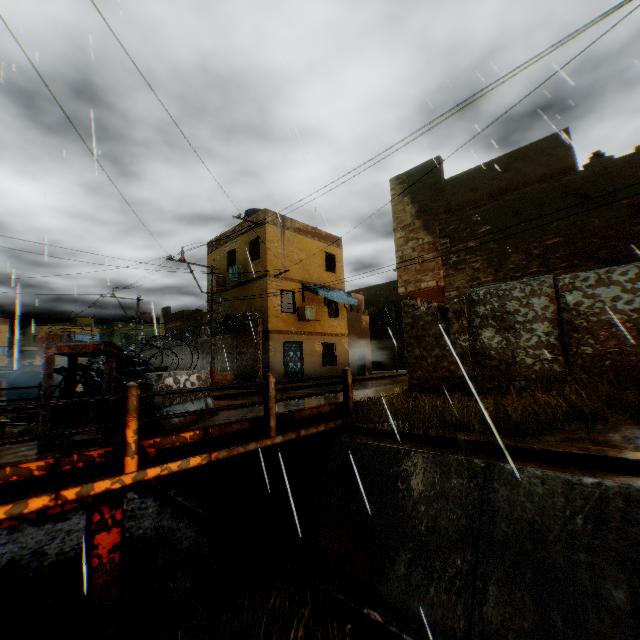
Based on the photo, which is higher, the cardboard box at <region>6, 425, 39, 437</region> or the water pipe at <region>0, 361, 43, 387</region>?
the water pipe at <region>0, 361, 43, 387</region>

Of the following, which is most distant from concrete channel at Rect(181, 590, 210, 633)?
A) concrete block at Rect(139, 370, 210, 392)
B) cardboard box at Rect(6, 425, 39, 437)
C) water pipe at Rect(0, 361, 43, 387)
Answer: cardboard box at Rect(6, 425, 39, 437)

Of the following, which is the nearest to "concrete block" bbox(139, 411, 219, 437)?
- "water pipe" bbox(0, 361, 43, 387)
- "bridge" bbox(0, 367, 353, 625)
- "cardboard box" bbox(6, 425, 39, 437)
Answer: "bridge" bbox(0, 367, 353, 625)

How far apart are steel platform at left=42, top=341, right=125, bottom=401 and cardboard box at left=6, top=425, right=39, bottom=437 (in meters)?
0.90

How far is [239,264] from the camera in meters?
20.1 m

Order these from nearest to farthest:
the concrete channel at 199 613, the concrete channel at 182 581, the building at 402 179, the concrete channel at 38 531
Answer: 1. the concrete channel at 199 613
2. the concrete channel at 182 581
3. the concrete channel at 38 531
4. the building at 402 179

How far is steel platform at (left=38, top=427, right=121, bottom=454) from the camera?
4.7 meters

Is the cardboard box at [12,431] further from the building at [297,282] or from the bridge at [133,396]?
the bridge at [133,396]
